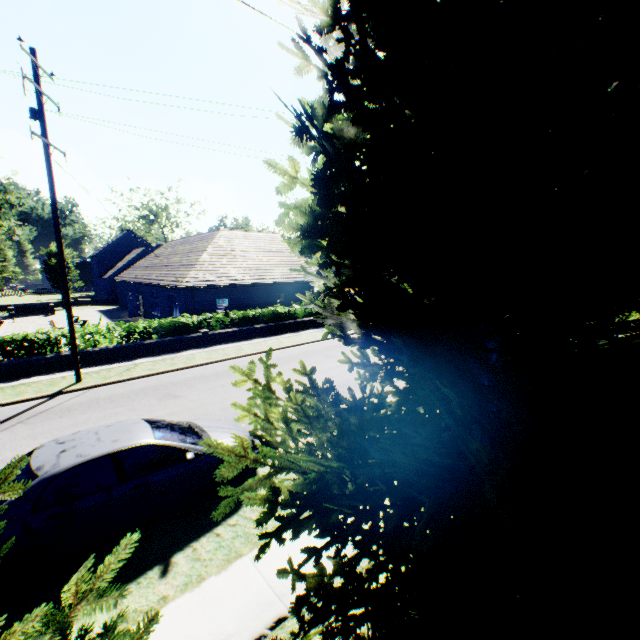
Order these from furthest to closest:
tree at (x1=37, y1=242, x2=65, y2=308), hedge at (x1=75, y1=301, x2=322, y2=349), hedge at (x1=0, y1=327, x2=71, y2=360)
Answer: tree at (x1=37, y1=242, x2=65, y2=308) → hedge at (x1=75, y1=301, x2=322, y2=349) → hedge at (x1=0, y1=327, x2=71, y2=360)

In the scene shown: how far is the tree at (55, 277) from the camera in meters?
36.7 m

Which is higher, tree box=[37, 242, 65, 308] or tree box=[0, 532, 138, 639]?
tree box=[37, 242, 65, 308]

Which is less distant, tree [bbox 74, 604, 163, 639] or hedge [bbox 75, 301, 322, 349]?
tree [bbox 74, 604, 163, 639]

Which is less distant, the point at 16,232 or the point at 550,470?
the point at 550,470

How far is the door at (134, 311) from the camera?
30.6 meters

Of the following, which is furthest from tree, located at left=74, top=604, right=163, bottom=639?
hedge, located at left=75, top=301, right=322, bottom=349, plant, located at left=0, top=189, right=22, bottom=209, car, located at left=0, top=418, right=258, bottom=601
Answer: hedge, located at left=75, top=301, right=322, bottom=349

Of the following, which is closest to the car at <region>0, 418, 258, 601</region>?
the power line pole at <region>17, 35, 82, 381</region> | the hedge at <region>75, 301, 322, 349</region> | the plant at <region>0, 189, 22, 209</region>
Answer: the power line pole at <region>17, 35, 82, 381</region>
